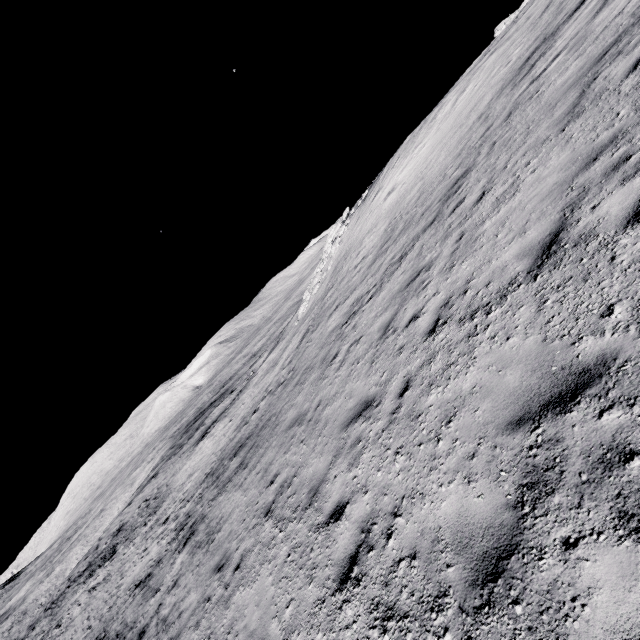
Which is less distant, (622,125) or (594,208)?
(594,208)
